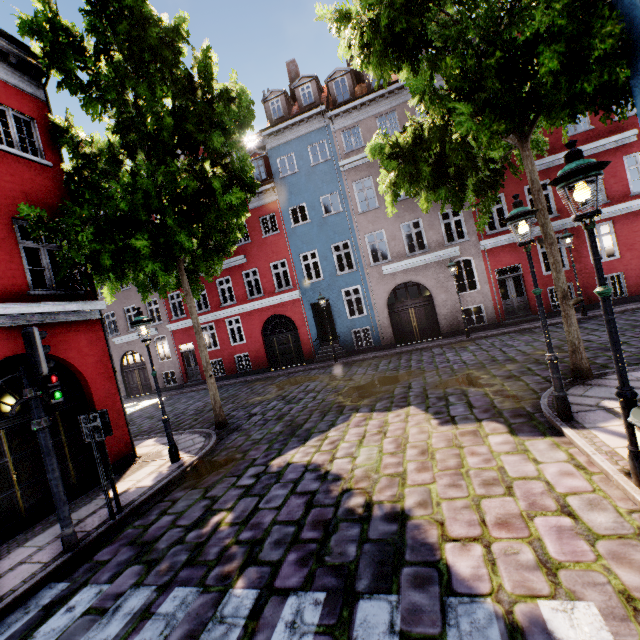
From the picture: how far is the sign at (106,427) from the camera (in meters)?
5.62

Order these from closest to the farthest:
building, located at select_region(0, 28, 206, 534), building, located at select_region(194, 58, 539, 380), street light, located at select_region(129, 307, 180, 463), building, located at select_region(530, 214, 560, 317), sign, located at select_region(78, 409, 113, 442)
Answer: sign, located at select_region(78, 409, 113, 442), building, located at select_region(0, 28, 206, 534), street light, located at select_region(129, 307, 180, 463), building, located at select_region(530, 214, 560, 317), building, located at select_region(194, 58, 539, 380)

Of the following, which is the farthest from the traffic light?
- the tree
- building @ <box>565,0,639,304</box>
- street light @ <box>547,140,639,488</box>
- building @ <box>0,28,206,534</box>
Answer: building @ <box>565,0,639,304</box>

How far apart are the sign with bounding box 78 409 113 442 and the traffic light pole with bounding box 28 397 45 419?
0.7m

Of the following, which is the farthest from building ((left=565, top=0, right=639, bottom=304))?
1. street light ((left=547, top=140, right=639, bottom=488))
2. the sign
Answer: the sign

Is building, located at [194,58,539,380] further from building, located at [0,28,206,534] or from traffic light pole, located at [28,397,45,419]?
building, located at [0,28,206,534]

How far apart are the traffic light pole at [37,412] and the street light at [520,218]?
8.04m

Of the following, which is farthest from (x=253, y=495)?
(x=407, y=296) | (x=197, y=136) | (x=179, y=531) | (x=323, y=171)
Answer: (x=323, y=171)
